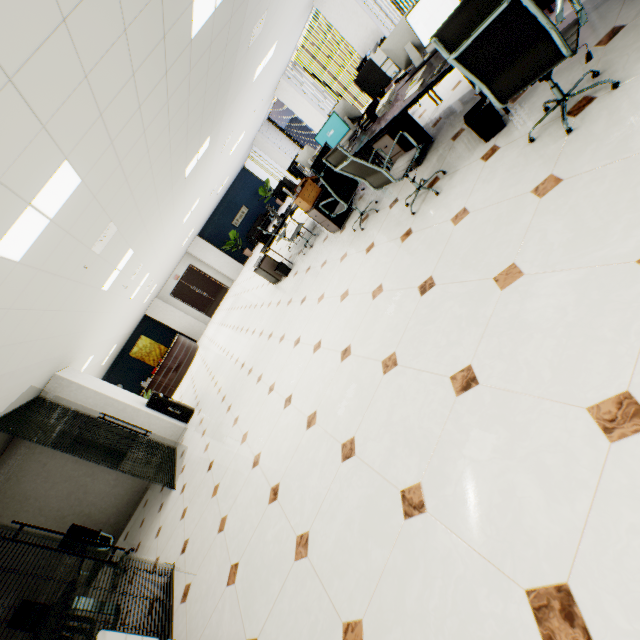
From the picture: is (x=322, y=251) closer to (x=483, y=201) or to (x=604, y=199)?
(x=483, y=201)

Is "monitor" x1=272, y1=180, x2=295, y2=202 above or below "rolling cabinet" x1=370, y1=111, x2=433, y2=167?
above

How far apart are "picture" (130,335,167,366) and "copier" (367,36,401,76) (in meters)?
15.52

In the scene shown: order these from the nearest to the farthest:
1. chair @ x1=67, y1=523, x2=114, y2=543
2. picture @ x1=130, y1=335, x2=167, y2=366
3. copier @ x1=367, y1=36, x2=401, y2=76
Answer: chair @ x1=67, y1=523, x2=114, y2=543 → copier @ x1=367, y1=36, x2=401, y2=76 → picture @ x1=130, y1=335, x2=167, y2=366

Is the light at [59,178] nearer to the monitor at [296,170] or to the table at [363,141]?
the table at [363,141]

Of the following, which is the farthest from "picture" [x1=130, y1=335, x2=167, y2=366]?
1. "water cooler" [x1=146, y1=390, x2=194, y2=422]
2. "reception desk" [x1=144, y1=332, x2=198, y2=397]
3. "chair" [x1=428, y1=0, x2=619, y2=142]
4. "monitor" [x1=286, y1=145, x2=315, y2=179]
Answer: "chair" [x1=428, y1=0, x2=619, y2=142]

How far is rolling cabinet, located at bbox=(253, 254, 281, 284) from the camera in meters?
7.6

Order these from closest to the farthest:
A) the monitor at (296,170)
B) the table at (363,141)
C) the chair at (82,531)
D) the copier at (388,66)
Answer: the table at (363,141) < the chair at (82,531) < the monitor at (296,170) < the copier at (388,66)
